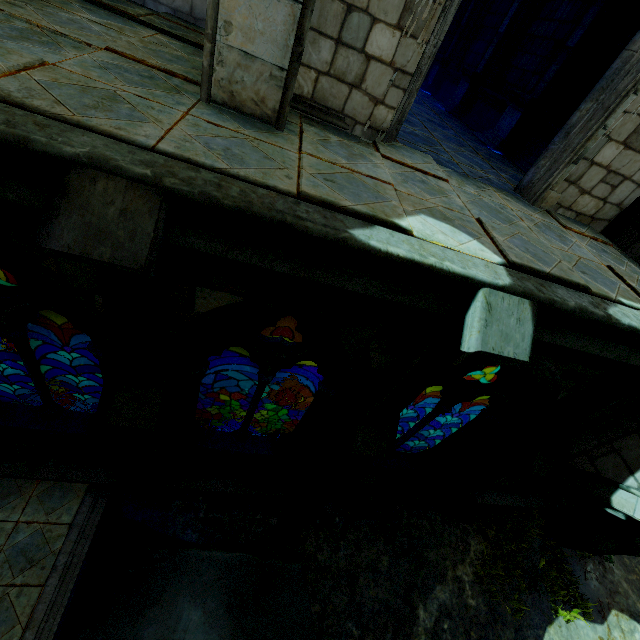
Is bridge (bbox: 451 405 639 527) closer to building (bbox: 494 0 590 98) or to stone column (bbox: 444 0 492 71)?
building (bbox: 494 0 590 98)

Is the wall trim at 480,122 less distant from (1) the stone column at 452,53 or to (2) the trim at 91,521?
(1) the stone column at 452,53

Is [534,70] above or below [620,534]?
above

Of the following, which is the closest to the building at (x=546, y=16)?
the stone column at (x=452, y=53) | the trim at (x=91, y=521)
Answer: the stone column at (x=452, y=53)

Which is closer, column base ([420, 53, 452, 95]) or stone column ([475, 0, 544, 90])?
stone column ([475, 0, 544, 90])

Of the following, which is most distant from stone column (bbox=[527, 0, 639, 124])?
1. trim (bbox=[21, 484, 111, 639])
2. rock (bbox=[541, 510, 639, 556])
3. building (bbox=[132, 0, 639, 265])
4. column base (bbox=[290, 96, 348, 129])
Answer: trim (bbox=[21, 484, 111, 639])

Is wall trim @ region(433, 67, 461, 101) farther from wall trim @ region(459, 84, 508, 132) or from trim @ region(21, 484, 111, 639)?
trim @ region(21, 484, 111, 639)

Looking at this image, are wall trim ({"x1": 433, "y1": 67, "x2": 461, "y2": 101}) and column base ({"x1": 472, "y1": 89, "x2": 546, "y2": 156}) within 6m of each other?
yes
